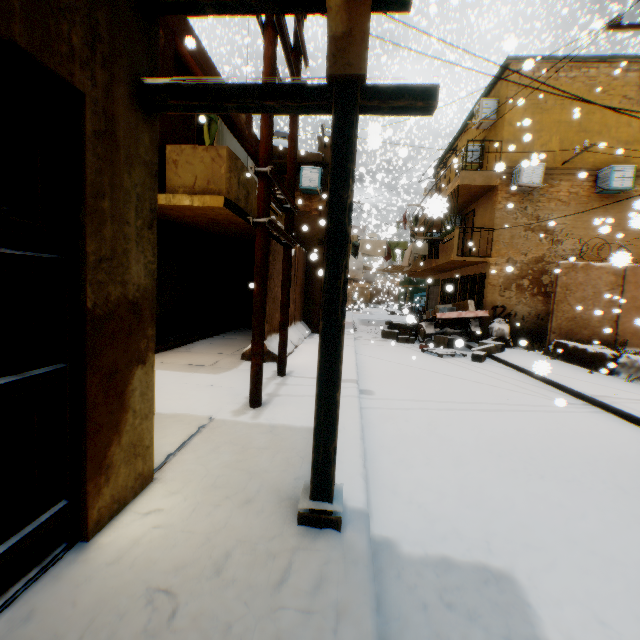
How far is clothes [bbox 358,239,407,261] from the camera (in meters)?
13.61

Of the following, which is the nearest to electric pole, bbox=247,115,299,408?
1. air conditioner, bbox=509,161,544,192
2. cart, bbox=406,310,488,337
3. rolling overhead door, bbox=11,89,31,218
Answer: rolling overhead door, bbox=11,89,31,218

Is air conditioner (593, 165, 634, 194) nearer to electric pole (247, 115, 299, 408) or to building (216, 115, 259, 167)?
building (216, 115, 259, 167)

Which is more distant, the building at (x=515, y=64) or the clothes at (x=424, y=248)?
the clothes at (x=424, y=248)

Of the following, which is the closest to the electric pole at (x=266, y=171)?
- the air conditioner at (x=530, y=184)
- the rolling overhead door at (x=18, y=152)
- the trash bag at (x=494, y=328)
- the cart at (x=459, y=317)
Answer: the rolling overhead door at (x=18, y=152)

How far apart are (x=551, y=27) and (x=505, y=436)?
55.4 meters

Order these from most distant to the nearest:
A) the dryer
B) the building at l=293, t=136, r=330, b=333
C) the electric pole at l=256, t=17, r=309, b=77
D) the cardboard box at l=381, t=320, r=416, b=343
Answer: the dryer < the cardboard box at l=381, t=320, r=416, b=343 < the building at l=293, t=136, r=330, b=333 < the electric pole at l=256, t=17, r=309, b=77

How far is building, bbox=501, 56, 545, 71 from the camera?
5.0 meters
